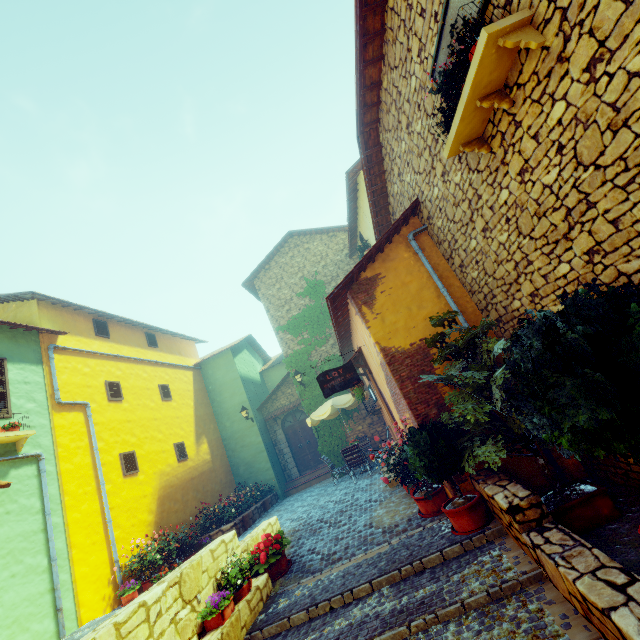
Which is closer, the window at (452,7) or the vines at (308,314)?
the window at (452,7)

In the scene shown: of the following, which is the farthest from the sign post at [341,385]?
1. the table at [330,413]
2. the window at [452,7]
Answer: the window at [452,7]

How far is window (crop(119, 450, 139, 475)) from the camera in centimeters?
1002cm

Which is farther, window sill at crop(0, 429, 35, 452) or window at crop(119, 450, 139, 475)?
window at crop(119, 450, 139, 475)

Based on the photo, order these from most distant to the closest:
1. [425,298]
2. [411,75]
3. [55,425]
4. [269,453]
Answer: [269,453] < [55,425] < [425,298] < [411,75]

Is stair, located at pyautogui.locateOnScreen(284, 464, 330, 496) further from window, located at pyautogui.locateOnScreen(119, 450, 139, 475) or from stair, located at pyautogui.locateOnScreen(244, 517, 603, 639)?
stair, located at pyautogui.locateOnScreen(244, 517, 603, 639)

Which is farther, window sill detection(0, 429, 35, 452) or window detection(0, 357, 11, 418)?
window detection(0, 357, 11, 418)

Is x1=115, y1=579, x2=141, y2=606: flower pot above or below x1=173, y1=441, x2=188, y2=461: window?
below
